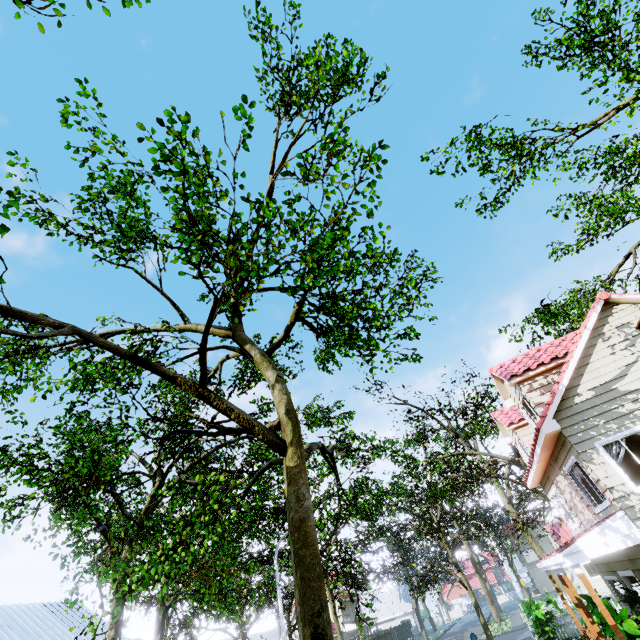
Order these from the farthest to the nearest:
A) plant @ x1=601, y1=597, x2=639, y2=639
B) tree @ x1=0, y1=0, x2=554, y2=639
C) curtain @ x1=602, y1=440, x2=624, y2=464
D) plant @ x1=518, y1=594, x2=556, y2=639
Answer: plant @ x1=518, y1=594, x2=556, y2=639, curtain @ x1=602, y1=440, x2=624, y2=464, plant @ x1=601, y1=597, x2=639, y2=639, tree @ x1=0, y1=0, x2=554, y2=639

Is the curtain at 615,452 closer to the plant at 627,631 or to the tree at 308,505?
the plant at 627,631

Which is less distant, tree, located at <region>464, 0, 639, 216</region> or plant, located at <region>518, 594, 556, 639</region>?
tree, located at <region>464, 0, 639, 216</region>

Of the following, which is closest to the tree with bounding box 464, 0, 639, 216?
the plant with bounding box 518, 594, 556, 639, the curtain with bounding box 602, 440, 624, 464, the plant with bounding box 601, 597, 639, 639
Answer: the plant with bounding box 601, 597, 639, 639

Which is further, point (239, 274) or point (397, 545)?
point (397, 545)

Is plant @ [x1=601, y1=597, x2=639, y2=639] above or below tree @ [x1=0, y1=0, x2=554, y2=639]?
below

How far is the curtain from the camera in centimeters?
909cm

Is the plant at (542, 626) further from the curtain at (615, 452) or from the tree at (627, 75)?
the curtain at (615, 452)
